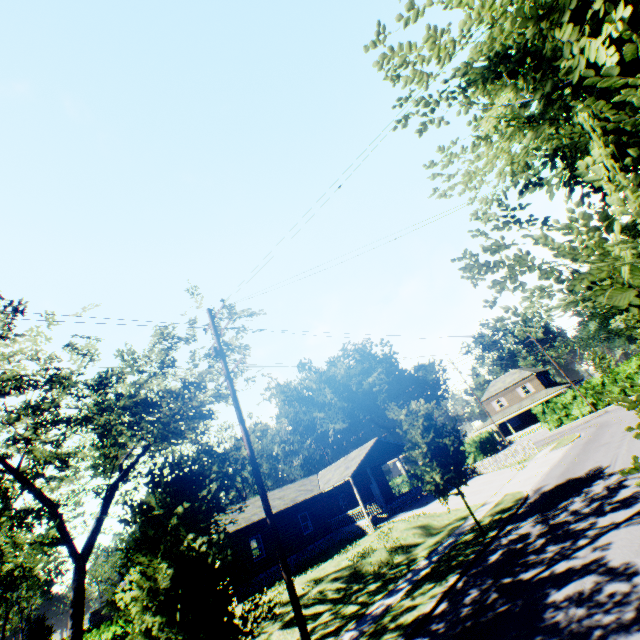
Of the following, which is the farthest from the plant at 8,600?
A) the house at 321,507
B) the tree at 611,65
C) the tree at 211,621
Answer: the tree at 611,65

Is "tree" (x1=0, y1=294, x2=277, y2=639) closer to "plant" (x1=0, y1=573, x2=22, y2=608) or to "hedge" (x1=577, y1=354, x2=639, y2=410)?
"plant" (x1=0, y1=573, x2=22, y2=608)

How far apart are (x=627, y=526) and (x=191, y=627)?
11.4 meters

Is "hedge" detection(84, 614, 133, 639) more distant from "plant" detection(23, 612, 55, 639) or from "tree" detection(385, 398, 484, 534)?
"plant" detection(23, 612, 55, 639)

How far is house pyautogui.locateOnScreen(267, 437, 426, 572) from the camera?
27.1 meters

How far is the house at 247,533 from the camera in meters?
24.0 m

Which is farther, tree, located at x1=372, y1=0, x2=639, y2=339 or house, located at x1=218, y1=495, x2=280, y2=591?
house, located at x1=218, y1=495, x2=280, y2=591

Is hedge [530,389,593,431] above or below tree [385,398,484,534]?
below
